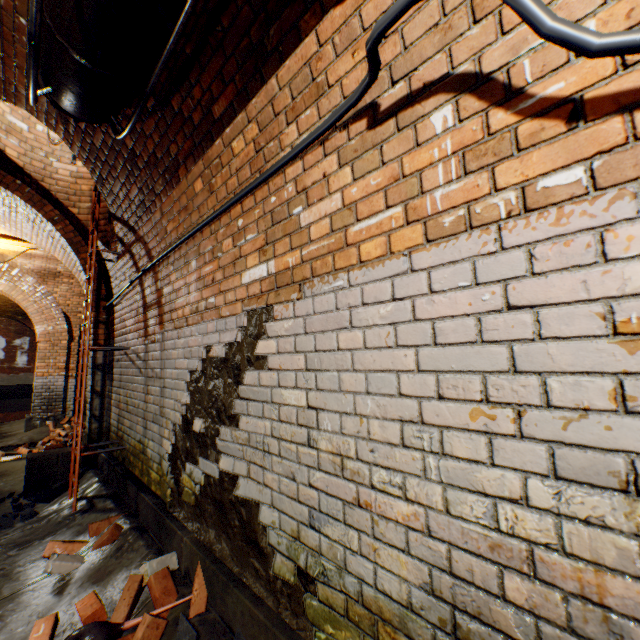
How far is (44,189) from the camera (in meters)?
4.61

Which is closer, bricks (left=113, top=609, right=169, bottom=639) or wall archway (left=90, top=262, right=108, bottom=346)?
bricks (left=113, top=609, right=169, bottom=639)

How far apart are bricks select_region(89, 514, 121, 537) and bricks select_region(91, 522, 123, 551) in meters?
0.1 m

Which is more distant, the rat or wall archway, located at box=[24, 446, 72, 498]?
wall archway, located at box=[24, 446, 72, 498]

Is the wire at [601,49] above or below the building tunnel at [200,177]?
below

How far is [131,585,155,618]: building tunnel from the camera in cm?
205

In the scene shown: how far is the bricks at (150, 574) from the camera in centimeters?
202cm

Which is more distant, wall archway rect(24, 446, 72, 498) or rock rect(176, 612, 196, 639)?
wall archway rect(24, 446, 72, 498)
